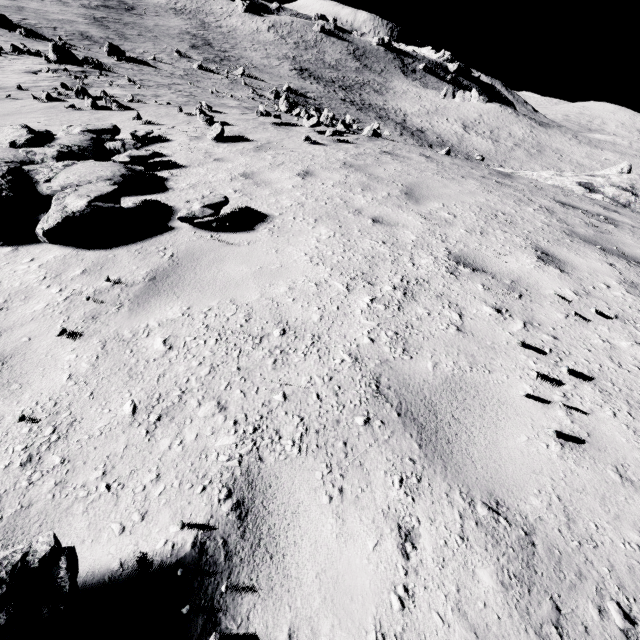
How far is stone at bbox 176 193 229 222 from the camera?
3.79m

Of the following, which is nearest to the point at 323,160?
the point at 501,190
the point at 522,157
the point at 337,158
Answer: the point at 337,158

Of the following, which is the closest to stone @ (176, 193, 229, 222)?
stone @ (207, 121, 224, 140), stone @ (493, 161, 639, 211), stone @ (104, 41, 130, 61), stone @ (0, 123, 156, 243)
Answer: stone @ (0, 123, 156, 243)

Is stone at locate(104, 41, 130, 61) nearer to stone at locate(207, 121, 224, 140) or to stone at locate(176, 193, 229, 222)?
stone at locate(207, 121, 224, 140)

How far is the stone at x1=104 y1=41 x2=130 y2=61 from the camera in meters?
33.3

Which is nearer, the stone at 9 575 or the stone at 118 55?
the stone at 9 575

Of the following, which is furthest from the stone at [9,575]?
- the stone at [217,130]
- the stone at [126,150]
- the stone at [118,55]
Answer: the stone at [118,55]

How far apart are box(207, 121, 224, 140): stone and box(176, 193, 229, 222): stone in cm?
467
